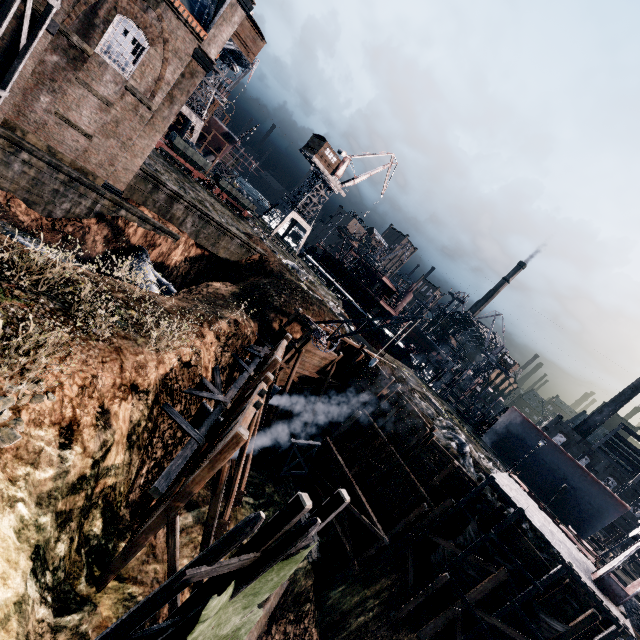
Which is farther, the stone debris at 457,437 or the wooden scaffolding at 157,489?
the stone debris at 457,437

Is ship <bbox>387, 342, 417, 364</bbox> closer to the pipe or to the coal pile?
the coal pile

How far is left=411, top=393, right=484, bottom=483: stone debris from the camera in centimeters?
2630cm

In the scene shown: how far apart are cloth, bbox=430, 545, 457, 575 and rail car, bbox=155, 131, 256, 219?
43.5 meters

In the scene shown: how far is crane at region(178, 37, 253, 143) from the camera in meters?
39.7 m

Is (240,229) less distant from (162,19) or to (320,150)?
(162,19)

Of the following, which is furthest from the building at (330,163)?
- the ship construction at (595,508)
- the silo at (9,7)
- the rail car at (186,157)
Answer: the ship construction at (595,508)

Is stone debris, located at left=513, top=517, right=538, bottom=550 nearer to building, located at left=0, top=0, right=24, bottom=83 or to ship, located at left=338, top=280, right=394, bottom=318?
ship, located at left=338, top=280, right=394, bottom=318
